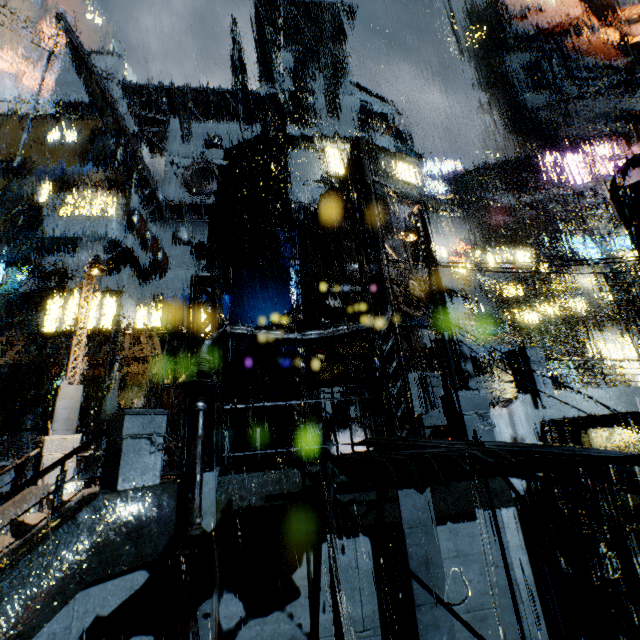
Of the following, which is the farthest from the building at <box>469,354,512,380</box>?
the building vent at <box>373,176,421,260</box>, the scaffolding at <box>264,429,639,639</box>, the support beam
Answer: the scaffolding at <box>264,429,639,639</box>

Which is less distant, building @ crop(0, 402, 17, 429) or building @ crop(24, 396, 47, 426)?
building @ crop(0, 402, 17, 429)

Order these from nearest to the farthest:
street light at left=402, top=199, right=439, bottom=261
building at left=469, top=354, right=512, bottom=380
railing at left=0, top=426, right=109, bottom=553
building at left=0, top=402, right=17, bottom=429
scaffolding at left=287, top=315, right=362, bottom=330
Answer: railing at left=0, top=426, right=109, bottom=553 → street light at left=402, top=199, right=439, bottom=261 → scaffolding at left=287, top=315, right=362, bottom=330 → building at left=469, top=354, right=512, bottom=380 → building at left=0, top=402, right=17, bottom=429

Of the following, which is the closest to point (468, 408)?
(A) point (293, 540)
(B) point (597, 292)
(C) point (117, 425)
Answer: (A) point (293, 540)

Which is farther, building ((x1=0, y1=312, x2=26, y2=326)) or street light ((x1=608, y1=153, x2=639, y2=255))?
building ((x1=0, y1=312, x2=26, y2=326))

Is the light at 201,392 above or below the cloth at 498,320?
below

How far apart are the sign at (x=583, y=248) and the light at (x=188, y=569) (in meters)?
27.80
